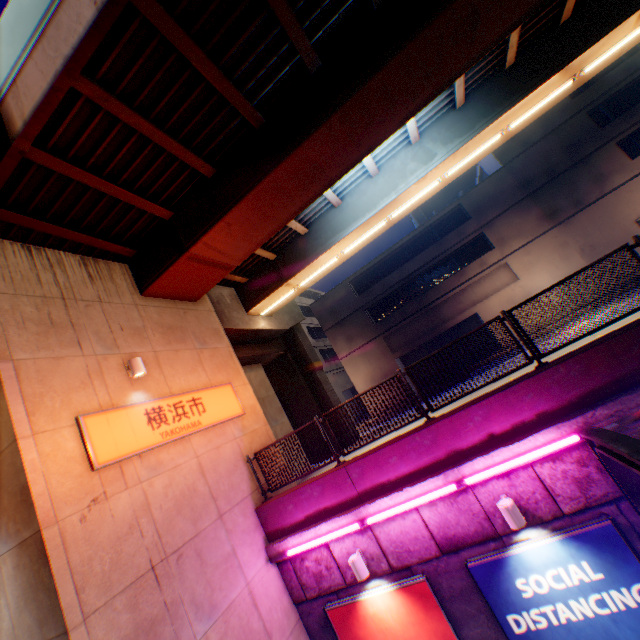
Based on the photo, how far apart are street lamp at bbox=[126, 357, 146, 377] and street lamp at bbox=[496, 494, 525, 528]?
7.9m

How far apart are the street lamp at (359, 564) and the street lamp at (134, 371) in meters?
6.3

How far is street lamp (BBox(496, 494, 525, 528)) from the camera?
5.68m

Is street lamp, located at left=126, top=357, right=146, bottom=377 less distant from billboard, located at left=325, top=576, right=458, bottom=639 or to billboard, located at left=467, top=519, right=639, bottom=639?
billboard, located at left=325, top=576, right=458, bottom=639

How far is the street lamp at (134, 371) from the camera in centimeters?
750cm

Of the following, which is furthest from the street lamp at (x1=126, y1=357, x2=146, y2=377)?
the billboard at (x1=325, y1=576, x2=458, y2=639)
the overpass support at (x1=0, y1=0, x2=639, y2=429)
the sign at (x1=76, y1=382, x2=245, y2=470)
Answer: the billboard at (x1=325, y1=576, x2=458, y2=639)

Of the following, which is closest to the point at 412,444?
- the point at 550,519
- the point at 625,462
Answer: the point at 550,519

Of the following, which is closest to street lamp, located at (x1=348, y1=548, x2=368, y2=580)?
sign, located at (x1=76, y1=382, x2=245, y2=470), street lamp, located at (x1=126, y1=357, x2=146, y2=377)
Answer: sign, located at (x1=76, y1=382, x2=245, y2=470)
